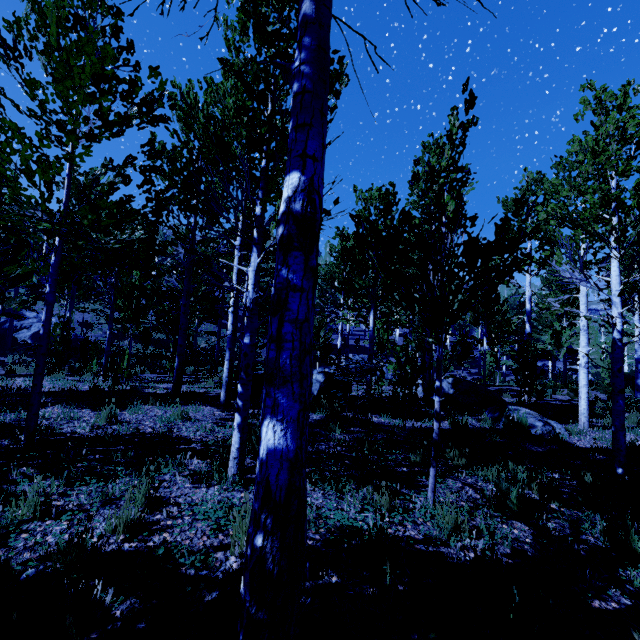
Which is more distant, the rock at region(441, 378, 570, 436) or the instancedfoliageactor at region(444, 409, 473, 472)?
the rock at region(441, 378, 570, 436)

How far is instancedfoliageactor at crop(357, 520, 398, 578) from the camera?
2.7 meters

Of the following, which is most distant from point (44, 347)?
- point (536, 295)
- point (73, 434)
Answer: point (536, 295)

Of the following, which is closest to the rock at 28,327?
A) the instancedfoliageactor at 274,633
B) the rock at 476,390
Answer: the instancedfoliageactor at 274,633

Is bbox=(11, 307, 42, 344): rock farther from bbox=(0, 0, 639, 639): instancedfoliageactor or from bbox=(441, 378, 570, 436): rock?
bbox=(441, 378, 570, 436): rock

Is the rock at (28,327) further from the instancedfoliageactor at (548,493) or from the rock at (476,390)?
the rock at (476,390)
